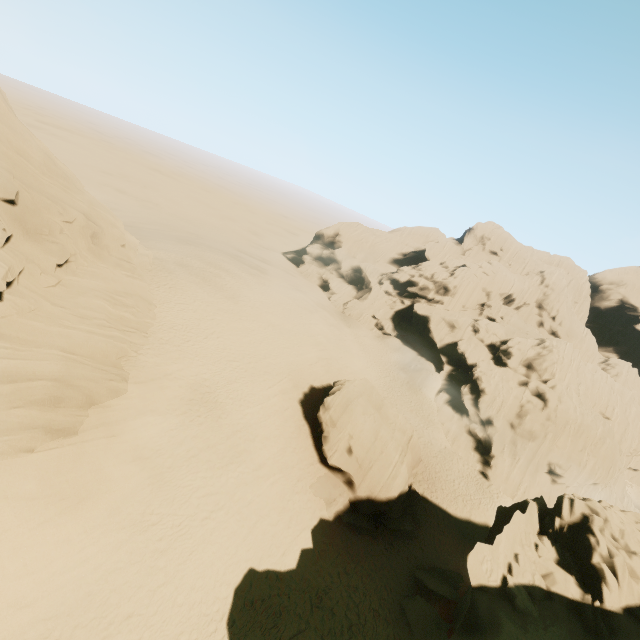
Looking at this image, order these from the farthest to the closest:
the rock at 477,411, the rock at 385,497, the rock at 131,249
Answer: the rock at 385,497 → the rock at 131,249 → the rock at 477,411

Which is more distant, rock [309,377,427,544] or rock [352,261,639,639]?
rock [309,377,427,544]

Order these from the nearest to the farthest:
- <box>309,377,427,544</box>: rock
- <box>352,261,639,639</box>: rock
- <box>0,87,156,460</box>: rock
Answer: <box>352,261,639,639</box>: rock, <box>0,87,156,460</box>: rock, <box>309,377,427,544</box>: rock

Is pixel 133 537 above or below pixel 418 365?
above

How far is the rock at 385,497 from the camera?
22.3m

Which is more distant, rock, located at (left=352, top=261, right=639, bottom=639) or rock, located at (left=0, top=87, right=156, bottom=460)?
rock, located at (left=0, top=87, right=156, bottom=460)

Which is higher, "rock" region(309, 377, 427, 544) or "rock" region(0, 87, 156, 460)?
"rock" region(0, 87, 156, 460)
